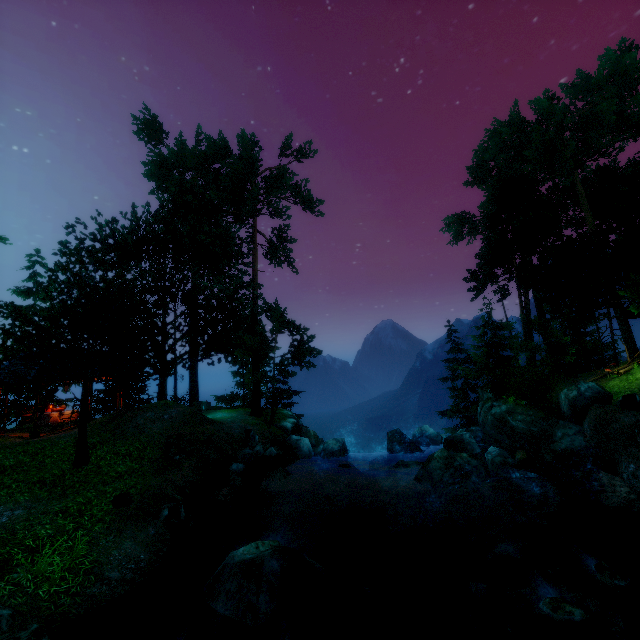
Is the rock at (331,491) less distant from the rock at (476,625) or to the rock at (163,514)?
the rock at (476,625)

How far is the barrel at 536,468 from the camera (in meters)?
12.41

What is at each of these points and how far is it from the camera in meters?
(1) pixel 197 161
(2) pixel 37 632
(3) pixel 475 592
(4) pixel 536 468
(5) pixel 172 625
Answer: (1) tree, 32.0
(2) rock, 3.4
(3) rock, 7.6
(4) barrel, 12.5
(5) rock, 5.6

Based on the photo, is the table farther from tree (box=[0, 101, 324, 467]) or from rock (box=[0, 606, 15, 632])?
rock (box=[0, 606, 15, 632])

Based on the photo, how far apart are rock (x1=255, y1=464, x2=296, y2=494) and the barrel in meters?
8.8

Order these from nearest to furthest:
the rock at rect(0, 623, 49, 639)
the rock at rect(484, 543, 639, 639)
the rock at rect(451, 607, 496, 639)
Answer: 1. the rock at rect(0, 623, 49, 639)
2. the rock at rect(484, 543, 639, 639)
3. the rock at rect(451, 607, 496, 639)

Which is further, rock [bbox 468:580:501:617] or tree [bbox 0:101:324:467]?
tree [bbox 0:101:324:467]

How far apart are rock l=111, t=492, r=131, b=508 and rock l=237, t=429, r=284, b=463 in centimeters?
547cm
